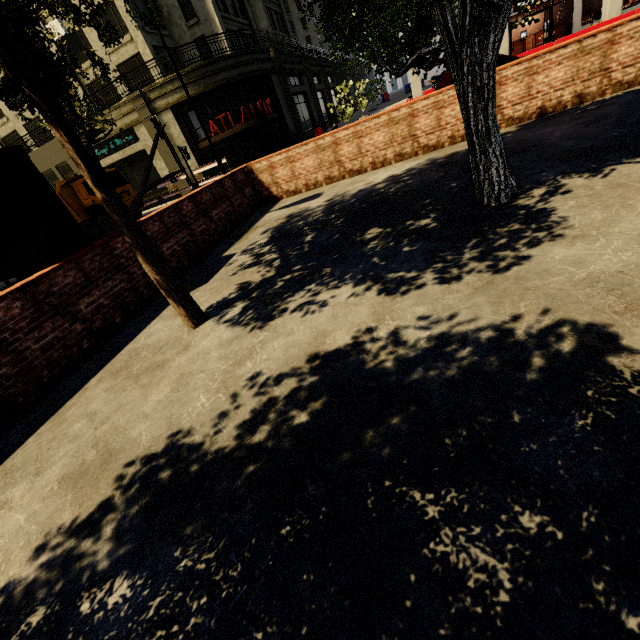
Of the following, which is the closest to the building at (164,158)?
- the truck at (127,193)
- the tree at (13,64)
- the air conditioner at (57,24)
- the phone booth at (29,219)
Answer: the air conditioner at (57,24)

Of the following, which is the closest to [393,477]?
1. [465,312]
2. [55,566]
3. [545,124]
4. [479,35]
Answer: [465,312]

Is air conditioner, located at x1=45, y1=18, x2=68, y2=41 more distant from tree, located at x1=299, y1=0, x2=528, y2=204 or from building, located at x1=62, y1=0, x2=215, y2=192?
tree, located at x1=299, y1=0, x2=528, y2=204

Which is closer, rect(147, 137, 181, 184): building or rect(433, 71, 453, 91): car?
rect(433, 71, 453, 91): car

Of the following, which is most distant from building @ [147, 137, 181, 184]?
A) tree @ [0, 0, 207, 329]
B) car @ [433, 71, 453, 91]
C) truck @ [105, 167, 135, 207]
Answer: car @ [433, 71, 453, 91]

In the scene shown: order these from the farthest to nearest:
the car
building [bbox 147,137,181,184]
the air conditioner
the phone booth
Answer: building [bbox 147,137,181,184], the air conditioner, the car, the phone booth

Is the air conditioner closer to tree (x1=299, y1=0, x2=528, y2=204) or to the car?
tree (x1=299, y1=0, x2=528, y2=204)

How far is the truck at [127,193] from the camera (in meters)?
19.12
